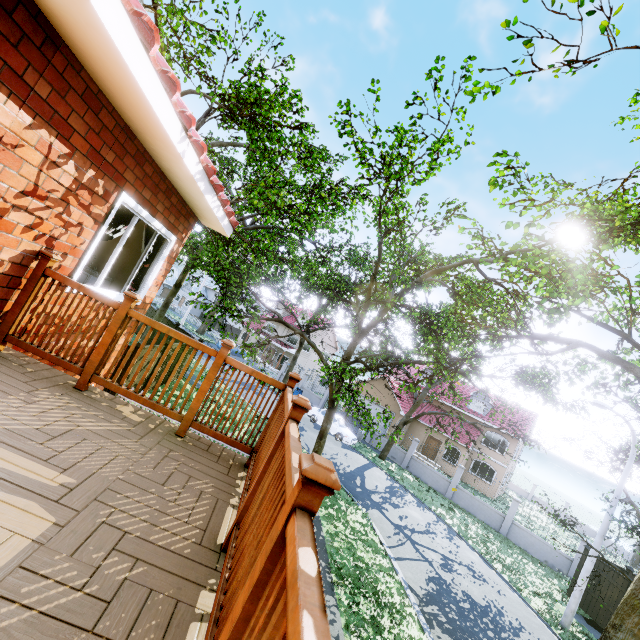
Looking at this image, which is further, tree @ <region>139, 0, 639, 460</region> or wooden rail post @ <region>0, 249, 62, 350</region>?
tree @ <region>139, 0, 639, 460</region>

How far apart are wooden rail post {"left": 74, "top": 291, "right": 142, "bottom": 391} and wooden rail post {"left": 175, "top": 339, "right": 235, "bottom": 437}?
1.0m

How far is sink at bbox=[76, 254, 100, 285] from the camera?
5.5 meters

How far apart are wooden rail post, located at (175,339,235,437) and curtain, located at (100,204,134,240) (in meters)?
2.27

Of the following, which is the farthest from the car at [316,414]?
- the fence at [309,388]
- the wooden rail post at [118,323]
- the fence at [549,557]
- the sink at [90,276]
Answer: the wooden rail post at [118,323]

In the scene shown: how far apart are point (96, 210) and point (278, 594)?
4.28m

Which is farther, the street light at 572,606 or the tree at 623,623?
the street light at 572,606

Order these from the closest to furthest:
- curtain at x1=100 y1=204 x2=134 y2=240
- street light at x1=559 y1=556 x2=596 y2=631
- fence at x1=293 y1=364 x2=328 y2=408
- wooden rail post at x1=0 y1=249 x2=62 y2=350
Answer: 1. wooden rail post at x1=0 y1=249 x2=62 y2=350
2. curtain at x1=100 y1=204 x2=134 y2=240
3. street light at x1=559 y1=556 x2=596 y2=631
4. fence at x1=293 y1=364 x2=328 y2=408
